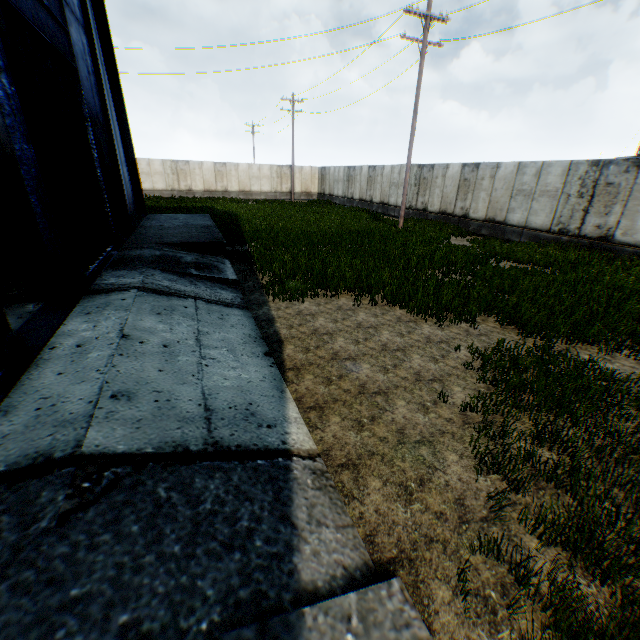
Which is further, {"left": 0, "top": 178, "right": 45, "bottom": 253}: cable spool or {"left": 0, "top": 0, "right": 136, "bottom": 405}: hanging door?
{"left": 0, "top": 178, "right": 45, "bottom": 253}: cable spool

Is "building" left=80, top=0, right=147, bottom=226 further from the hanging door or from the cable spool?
the cable spool

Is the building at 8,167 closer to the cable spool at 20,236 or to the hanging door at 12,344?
the hanging door at 12,344

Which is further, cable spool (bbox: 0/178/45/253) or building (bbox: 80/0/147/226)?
building (bbox: 80/0/147/226)

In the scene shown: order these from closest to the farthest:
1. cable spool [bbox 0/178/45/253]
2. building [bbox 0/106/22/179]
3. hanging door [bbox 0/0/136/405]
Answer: hanging door [bbox 0/0/136/405], cable spool [bbox 0/178/45/253], building [bbox 0/106/22/179]

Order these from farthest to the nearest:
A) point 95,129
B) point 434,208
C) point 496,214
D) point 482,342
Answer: point 434,208 → point 496,214 → point 95,129 → point 482,342

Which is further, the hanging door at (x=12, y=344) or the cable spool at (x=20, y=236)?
the cable spool at (x=20, y=236)

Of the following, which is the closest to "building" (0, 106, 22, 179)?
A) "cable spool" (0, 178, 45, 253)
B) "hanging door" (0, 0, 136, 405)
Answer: "hanging door" (0, 0, 136, 405)
